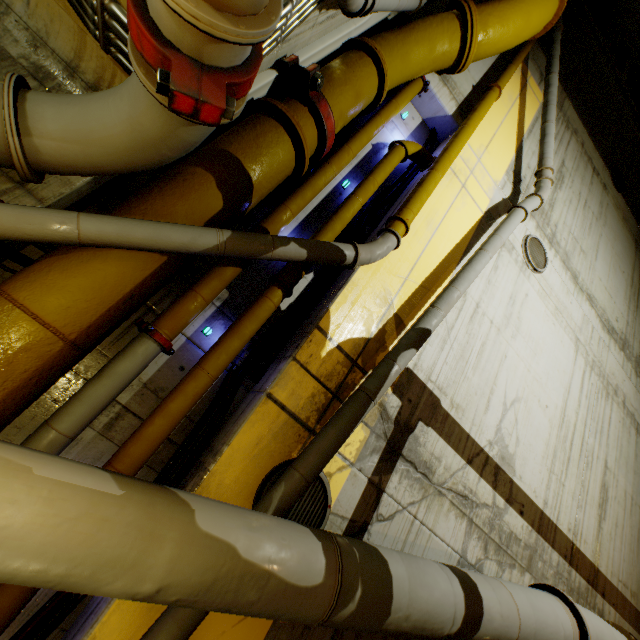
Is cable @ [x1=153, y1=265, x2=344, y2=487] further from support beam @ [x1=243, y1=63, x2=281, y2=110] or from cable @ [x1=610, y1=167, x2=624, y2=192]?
cable @ [x1=610, y1=167, x2=624, y2=192]

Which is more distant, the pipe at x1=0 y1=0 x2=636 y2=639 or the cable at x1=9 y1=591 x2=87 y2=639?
the cable at x1=9 y1=591 x2=87 y2=639

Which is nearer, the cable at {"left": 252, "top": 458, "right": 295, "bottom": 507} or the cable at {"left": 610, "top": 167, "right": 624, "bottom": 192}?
the cable at {"left": 252, "top": 458, "right": 295, "bottom": 507}

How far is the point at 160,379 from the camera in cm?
314

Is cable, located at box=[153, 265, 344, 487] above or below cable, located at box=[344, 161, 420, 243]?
below

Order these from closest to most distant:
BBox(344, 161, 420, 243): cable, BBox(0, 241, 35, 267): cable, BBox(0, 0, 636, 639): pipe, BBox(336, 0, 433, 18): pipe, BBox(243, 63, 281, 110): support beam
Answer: BBox(0, 0, 636, 639): pipe → BBox(0, 241, 35, 267): cable → BBox(336, 0, 433, 18): pipe → BBox(243, 63, 281, 110): support beam → BBox(344, 161, 420, 243): cable

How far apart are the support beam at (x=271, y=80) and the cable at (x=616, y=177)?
11.50m

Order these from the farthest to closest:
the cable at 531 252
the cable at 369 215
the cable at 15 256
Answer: the cable at 531 252
the cable at 369 215
the cable at 15 256
